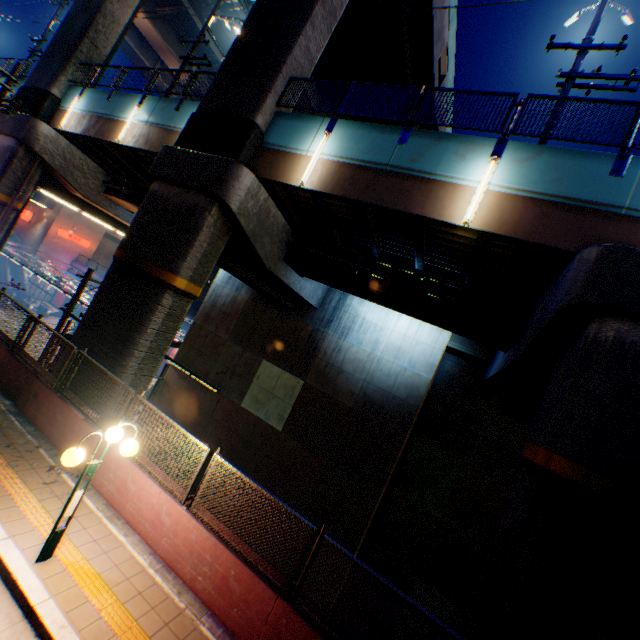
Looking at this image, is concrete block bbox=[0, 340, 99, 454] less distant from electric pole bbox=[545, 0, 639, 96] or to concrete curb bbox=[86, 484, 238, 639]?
concrete curb bbox=[86, 484, 238, 639]

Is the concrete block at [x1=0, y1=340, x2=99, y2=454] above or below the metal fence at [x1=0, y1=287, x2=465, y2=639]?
below

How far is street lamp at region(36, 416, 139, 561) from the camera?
4.9m

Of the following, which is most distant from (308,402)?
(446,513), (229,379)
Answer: (446,513)

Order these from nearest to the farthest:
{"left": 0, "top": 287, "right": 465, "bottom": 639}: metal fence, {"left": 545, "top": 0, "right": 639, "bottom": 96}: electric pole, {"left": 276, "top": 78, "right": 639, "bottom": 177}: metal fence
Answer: {"left": 0, "top": 287, "right": 465, "bottom": 639}: metal fence → {"left": 276, "top": 78, "right": 639, "bottom": 177}: metal fence → {"left": 545, "top": 0, "right": 639, "bottom": 96}: electric pole

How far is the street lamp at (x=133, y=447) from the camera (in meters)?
4.89

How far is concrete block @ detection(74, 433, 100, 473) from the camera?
7.4 meters

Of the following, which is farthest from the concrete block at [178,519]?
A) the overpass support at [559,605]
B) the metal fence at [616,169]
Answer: the metal fence at [616,169]
